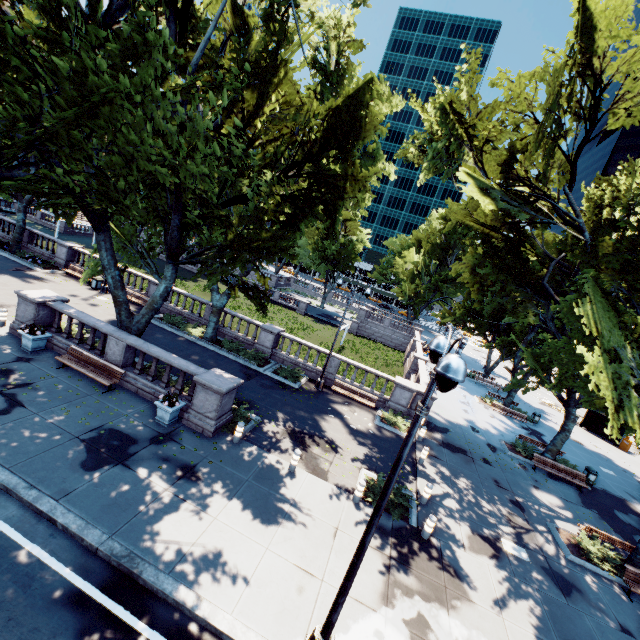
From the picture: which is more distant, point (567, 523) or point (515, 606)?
point (567, 523)

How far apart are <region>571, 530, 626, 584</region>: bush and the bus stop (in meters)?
23.98

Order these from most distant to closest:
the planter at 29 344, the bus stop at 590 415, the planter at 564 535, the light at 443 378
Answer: the bus stop at 590 415
the planter at 29 344
the planter at 564 535
the light at 443 378

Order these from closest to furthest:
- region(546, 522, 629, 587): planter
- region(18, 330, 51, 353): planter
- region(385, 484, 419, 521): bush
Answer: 1. region(385, 484, 419, 521): bush
2. region(546, 522, 629, 587): planter
3. region(18, 330, 51, 353): planter

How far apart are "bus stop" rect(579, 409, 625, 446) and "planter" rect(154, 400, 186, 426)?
39.39m

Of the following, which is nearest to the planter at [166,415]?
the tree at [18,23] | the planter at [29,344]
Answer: the tree at [18,23]

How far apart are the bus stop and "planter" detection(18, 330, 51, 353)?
45.05m

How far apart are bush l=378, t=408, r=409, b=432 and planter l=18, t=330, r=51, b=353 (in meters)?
17.12
